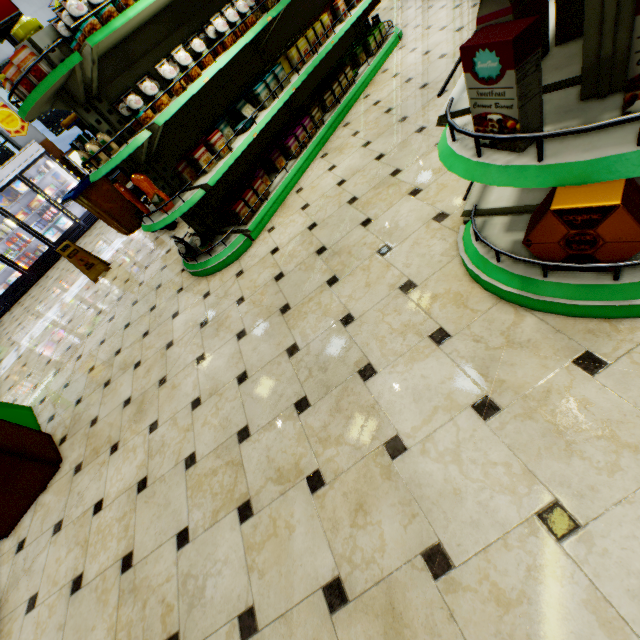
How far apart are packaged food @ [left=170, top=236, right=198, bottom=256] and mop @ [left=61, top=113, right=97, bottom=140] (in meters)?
2.02

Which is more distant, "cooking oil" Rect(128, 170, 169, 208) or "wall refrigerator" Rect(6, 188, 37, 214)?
"wall refrigerator" Rect(6, 188, 37, 214)

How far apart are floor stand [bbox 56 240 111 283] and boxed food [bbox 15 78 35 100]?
3.68m

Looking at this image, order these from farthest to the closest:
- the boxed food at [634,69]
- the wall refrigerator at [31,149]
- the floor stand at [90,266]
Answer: the wall refrigerator at [31,149]
the floor stand at [90,266]
the boxed food at [634,69]

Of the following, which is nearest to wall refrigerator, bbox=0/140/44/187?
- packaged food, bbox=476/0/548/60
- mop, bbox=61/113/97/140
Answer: mop, bbox=61/113/97/140

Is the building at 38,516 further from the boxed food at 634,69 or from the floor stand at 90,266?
the boxed food at 634,69

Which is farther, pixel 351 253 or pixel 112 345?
pixel 112 345

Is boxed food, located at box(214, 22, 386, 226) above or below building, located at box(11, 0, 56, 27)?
below
